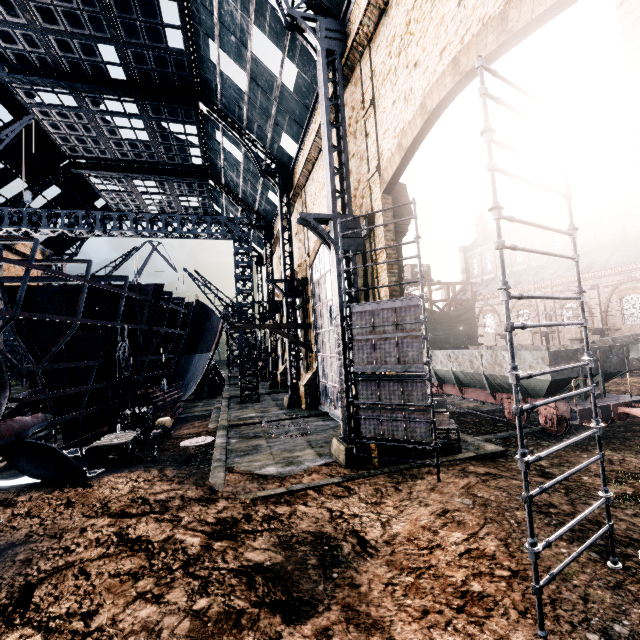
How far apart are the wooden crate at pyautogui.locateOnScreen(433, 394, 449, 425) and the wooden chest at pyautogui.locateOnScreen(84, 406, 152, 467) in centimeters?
1268cm

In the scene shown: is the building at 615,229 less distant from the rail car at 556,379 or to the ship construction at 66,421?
the rail car at 556,379

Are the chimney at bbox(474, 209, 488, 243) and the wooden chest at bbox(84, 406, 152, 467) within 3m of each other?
no

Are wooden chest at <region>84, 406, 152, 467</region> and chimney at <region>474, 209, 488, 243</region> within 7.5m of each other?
no

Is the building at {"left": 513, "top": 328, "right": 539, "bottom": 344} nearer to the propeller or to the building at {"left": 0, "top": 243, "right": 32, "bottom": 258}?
the building at {"left": 0, "top": 243, "right": 32, "bottom": 258}

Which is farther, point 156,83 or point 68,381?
point 156,83

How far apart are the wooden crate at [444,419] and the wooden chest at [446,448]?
0.0 meters

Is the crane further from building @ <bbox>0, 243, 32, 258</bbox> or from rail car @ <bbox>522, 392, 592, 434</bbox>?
rail car @ <bbox>522, 392, 592, 434</bbox>
